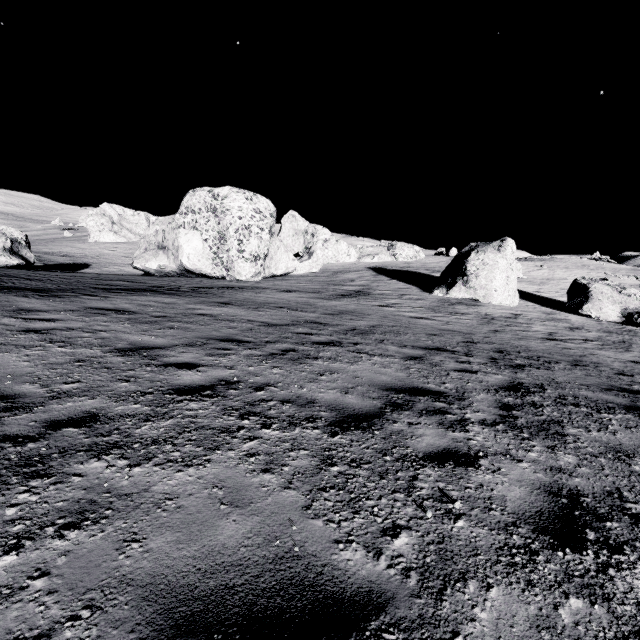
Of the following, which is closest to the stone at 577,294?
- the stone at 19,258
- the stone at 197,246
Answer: the stone at 197,246

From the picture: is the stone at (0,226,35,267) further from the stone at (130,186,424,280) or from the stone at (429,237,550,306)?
the stone at (429,237,550,306)

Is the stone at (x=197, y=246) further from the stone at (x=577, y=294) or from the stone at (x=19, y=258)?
the stone at (x=577, y=294)

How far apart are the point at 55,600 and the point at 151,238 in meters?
31.7 m

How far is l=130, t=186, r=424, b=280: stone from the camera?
24.8 meters

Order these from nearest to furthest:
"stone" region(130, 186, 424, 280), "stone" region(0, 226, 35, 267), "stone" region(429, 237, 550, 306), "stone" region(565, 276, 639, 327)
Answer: "stone" region(565, 276, 639, 327) → "stone" region(0, 226, 35, 267) → "stone" region(429, 237, 550, 306) → "stone" region(130, 186, 424, 280)

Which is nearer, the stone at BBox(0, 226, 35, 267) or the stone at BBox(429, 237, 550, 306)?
the stone at BBox(0, 226, 35, 267)

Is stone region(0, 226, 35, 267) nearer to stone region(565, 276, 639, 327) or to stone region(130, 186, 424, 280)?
stone region(130, 186, 424, 280)
